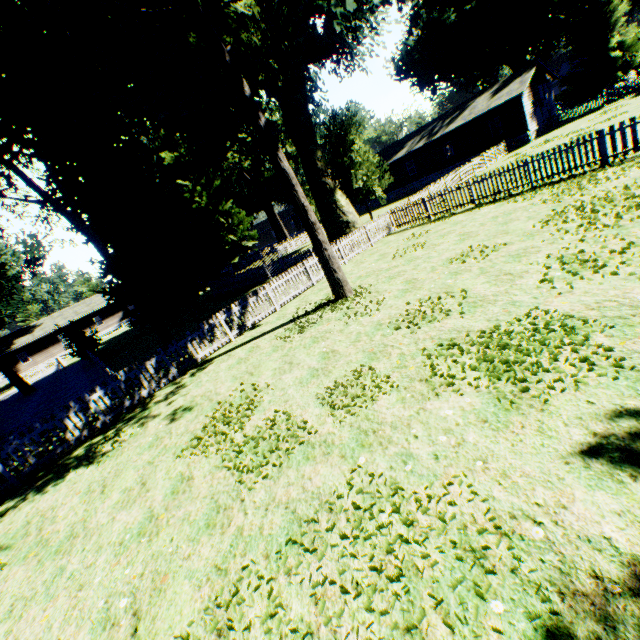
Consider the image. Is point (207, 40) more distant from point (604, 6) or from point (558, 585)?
point (604, 6)

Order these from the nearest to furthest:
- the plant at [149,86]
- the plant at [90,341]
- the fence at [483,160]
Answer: the plant at [149,86]
the fence at [483,160]
the plant at [90,341]

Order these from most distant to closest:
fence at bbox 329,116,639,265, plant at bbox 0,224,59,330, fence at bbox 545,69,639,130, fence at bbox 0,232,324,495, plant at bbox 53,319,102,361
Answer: plant at bbox 0,224,59,330 → fence at bbox 545,69,639,130 → plant at bbox 53,319,102,361 → fence at bbox 329,116,639,265 → fence at bbox 0,232,324,495

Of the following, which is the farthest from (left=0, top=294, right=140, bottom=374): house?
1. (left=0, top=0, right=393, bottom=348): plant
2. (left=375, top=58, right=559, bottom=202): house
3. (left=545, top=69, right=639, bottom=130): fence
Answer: (left=375, top=58, right=559, bottom=202): house

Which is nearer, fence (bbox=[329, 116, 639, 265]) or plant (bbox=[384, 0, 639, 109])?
fence (bbox=[329, 116, 639, 265])

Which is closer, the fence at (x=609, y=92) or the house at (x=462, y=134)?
the fence at (x=609, y=92)

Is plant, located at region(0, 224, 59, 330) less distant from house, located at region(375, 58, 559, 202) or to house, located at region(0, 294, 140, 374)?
A: house, located at region(375, 58, 559, 202)

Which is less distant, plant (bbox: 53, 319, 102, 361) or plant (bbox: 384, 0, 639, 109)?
plant (bbox: 53, 319, 102, 361)
